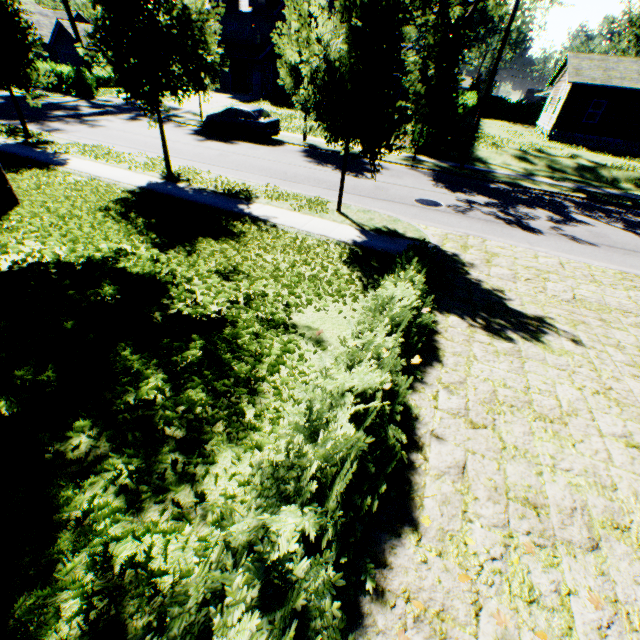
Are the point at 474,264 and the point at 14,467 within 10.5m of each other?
yes

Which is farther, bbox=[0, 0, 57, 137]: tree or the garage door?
the garage door

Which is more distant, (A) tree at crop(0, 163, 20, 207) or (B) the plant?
→ (B) the plant

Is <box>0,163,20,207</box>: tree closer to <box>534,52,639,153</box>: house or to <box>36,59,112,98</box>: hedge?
<box>36,59,112,98</box>: hedge

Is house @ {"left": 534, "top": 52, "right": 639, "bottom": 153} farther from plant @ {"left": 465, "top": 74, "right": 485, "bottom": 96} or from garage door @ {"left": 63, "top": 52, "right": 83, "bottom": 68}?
garage door @ {"left": 63, "top": 52, "right": 83, "bottom": 68}

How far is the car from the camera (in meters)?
18.84

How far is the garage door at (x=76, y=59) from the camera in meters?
37.8

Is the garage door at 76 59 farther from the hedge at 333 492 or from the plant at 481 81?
the hedge at 333 492
